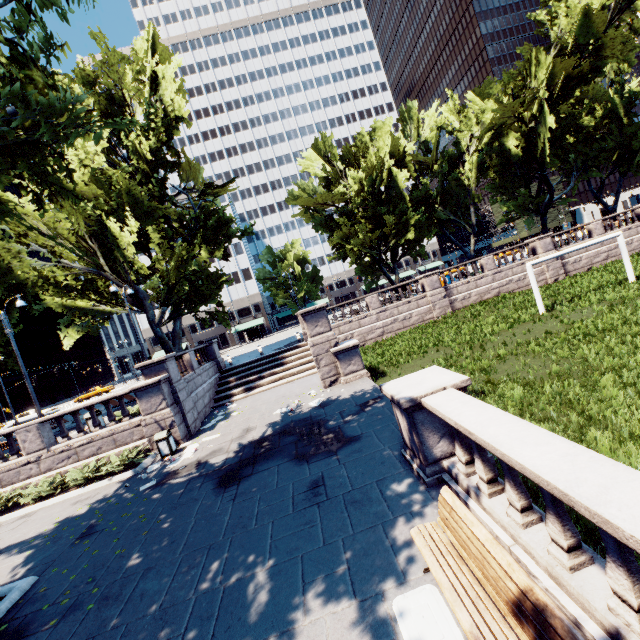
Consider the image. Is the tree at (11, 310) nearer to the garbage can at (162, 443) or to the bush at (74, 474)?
the bush at (74, 474)

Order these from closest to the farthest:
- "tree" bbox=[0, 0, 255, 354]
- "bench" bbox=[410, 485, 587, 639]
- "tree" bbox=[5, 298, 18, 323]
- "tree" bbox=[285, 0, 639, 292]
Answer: "bench" bbox=[410, 485, 587, 639] → "tree" bbox=[0, 0, 255, 354] → "tree" bbox=[5, 298, 18, 323] → "tree" bbox=[285, 0, 639, 292]

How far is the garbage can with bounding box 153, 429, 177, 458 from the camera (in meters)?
13.08

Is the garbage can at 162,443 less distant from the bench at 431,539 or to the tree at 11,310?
the tree at 11,310

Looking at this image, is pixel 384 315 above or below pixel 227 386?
above

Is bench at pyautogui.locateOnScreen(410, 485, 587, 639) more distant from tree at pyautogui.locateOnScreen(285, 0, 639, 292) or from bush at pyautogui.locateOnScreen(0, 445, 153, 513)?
bush at pyautogui.locateOnScreen(0, 445, 153, 513)

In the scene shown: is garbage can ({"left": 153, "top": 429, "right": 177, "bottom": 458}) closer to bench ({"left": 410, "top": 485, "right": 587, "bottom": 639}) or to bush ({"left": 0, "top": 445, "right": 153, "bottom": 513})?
bush ({"left": 0, "top": 445, "right": 153, "bottom": 513})

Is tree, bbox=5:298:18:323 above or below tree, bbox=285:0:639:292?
above
